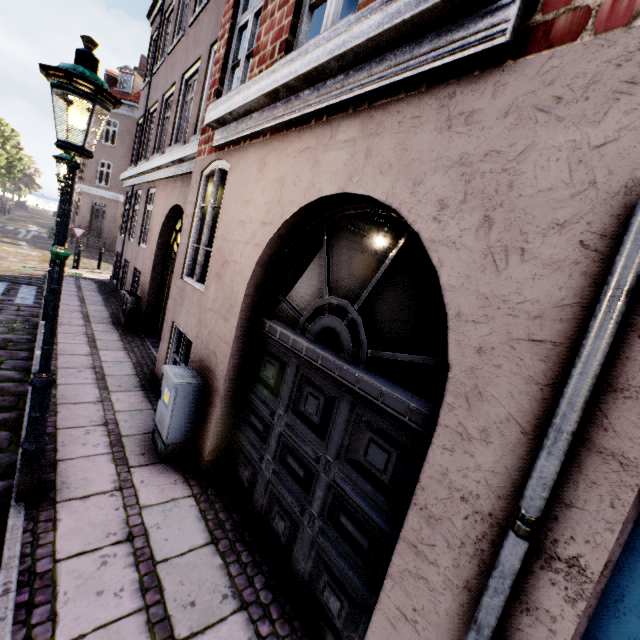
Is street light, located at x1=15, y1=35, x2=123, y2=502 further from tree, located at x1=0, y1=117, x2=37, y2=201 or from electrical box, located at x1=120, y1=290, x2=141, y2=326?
electrical box, located at x1=120, y1=290, x2=141, y2=326

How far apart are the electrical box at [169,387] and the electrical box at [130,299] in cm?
537

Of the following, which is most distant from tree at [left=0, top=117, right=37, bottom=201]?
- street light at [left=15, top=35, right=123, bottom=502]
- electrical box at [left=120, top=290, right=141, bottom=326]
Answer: electrical box at [left=120, top=290, right=141, bottom=326]

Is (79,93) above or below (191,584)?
above

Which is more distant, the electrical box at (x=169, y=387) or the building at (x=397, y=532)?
the electrical box at (x=169, y=387)

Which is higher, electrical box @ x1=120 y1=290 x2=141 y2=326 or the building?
the building

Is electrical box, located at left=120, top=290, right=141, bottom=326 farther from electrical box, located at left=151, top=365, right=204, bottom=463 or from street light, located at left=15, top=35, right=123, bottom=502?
electrical box, located at left=151, top=365, right=204, bottom=463

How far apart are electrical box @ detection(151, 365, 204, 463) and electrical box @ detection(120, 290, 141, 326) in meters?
5.4
